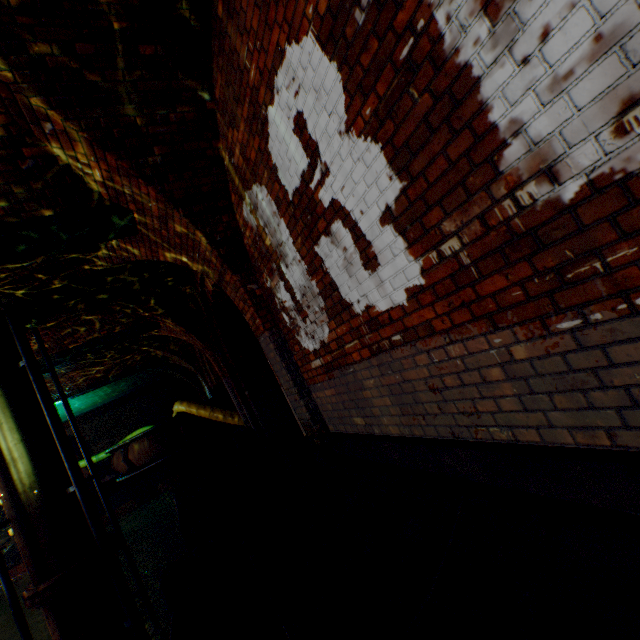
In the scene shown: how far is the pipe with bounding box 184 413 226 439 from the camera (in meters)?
11.28

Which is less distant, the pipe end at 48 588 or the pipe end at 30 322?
the pipe end at 48 588

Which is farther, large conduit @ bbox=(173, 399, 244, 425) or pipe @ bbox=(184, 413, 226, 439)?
pipe @ bbox=(184, 413, 226, 439)

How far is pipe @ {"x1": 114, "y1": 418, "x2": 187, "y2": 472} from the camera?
10.77m

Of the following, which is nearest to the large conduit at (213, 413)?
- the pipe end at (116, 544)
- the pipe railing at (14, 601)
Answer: the pipe end at (116, 544)

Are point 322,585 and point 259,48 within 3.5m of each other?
no

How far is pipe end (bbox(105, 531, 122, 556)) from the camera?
5.1 meters
